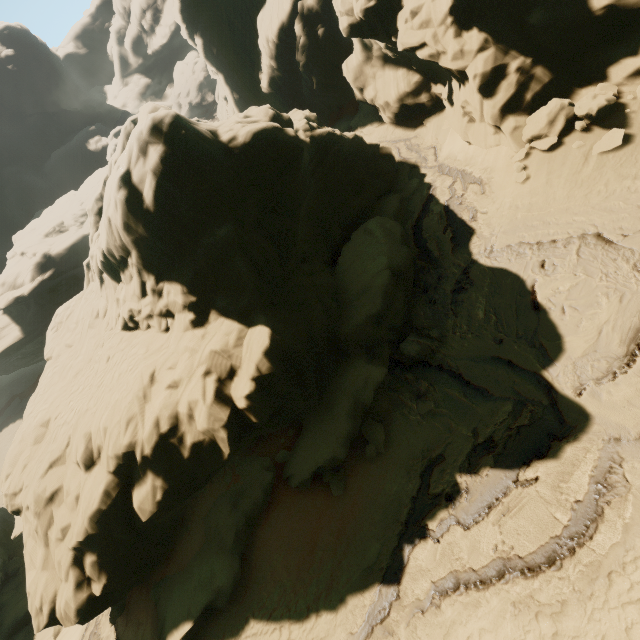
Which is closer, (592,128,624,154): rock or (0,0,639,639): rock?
(0,0,639,639): rock

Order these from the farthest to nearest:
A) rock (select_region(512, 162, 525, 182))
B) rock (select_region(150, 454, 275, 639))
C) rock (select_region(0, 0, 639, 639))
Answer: rock (select_region(512, 162, 525, 182)), rock (select_region(150, 454, 275, 639)), rock (select_region(0, 0, 639, 639))

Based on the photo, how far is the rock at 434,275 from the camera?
13.8 meters

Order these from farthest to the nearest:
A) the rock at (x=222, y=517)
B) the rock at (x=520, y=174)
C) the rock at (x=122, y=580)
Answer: the rock at (x=520, y=174) → the rock at (x=222, y=517) → the rock at (x=122, y=580)

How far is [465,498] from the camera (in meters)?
9.23

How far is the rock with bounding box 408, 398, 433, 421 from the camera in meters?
11.0
